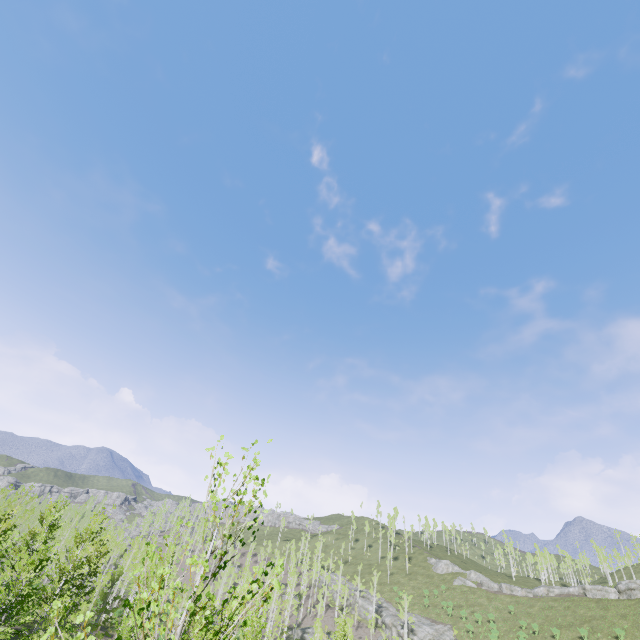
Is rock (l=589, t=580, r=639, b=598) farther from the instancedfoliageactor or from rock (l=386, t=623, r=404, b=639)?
the instancedfoliageactor

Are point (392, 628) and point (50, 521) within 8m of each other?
no

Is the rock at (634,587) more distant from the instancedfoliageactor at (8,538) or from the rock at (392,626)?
the instancedfoliageactor at (8,538)

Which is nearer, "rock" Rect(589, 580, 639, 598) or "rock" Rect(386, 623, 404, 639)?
"rock" Rect(589, 580, 639, 598)

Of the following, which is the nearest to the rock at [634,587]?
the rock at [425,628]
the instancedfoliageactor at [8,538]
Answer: the rock at [425,628]

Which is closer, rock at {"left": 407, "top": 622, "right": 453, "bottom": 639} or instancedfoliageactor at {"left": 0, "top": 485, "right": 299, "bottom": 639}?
instancedfoliageactor at {"left": 0, "top": 485, "right": 299, "bottom": 639}

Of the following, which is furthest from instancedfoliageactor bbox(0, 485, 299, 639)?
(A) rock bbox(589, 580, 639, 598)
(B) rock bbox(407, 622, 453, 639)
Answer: (A) rock bbox(589, 580, 639, 598)
